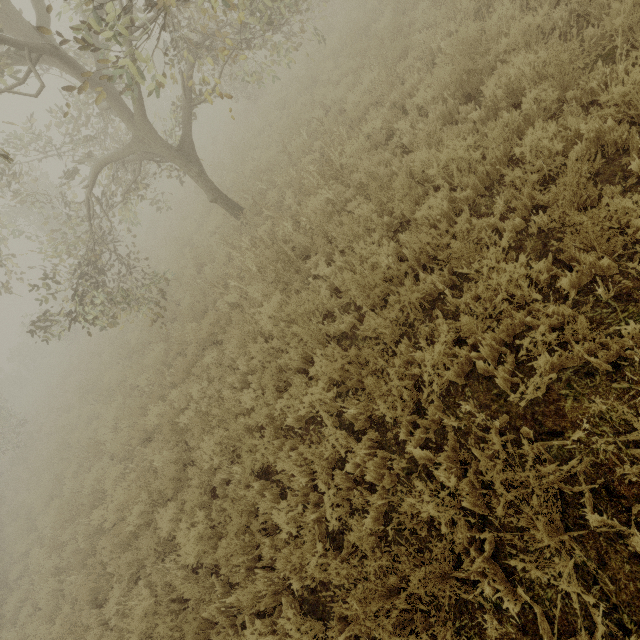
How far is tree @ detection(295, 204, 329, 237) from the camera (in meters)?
6.07

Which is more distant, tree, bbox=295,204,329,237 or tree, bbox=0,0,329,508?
tree, bbox=295,204,329,237

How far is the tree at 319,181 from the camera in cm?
635

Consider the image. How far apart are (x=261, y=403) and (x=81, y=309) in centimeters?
483cm

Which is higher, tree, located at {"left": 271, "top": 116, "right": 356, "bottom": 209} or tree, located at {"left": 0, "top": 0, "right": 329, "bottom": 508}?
tree, located at {"left": 0, "top": 0, "right": 329, "bottom": 508}
